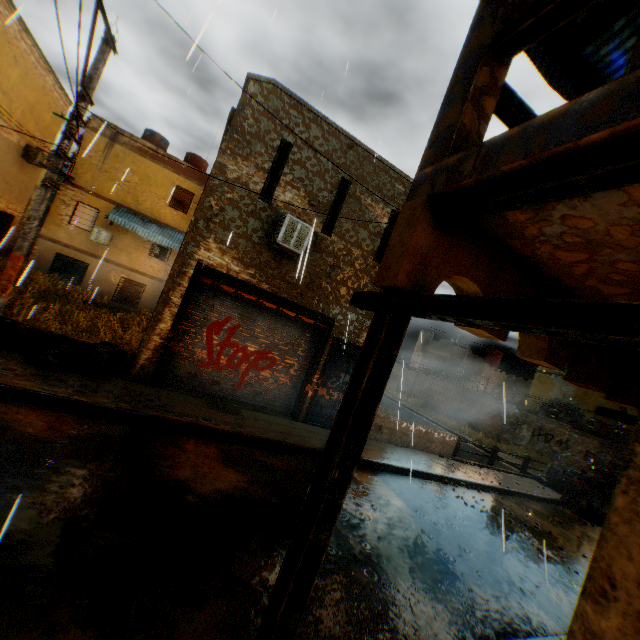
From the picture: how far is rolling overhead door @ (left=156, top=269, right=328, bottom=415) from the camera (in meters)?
8.63

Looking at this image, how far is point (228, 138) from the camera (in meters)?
8.24

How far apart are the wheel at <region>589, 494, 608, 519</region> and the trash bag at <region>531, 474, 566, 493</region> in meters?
0.6

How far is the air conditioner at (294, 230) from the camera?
8.3m

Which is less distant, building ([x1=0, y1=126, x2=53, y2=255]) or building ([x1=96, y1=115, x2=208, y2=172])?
building ([x1=0, y1=126, x2=53, y2=255])

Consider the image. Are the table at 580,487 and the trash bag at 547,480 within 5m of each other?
yes

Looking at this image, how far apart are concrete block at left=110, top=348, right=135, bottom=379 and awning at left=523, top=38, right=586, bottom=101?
2.6 meters

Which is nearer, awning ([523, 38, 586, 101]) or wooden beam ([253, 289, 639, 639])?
wooden beam ([253, 289, 639, 639])
